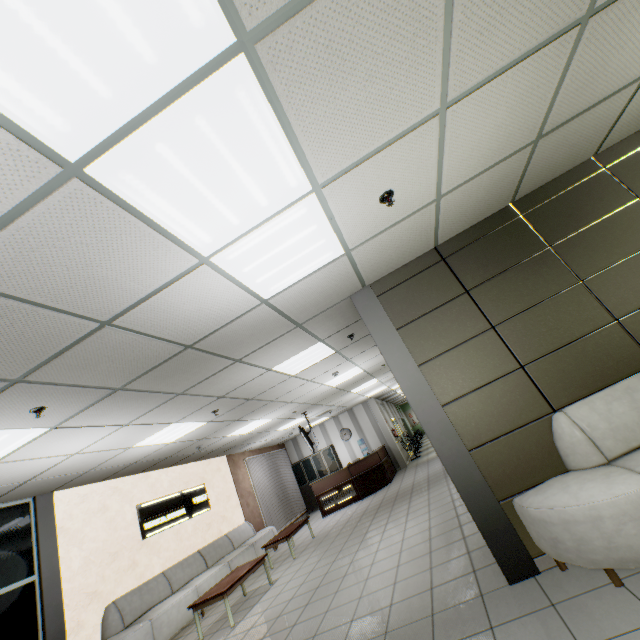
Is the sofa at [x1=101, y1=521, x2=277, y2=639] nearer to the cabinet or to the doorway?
the doorway

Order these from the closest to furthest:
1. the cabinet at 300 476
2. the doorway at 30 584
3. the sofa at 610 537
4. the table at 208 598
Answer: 1. the sofa at 610 537
2. the doorway at 30 584
3. the table at 208 598
4. the cabinet at 300 476

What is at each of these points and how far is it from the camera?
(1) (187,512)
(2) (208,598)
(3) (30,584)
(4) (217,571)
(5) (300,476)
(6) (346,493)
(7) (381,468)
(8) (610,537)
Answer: (1) sign, 8.6m
(2) table, 5.4m
(3) doorway, 5.3m
(4) sofa, 7.4m
(5) cabinet, 14.9m
(6) sign, 11.5m
(7) desk, 12.0m
(8) sofa, 2.3m

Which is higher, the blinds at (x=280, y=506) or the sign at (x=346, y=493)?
the blinds at (x=280, y=506)

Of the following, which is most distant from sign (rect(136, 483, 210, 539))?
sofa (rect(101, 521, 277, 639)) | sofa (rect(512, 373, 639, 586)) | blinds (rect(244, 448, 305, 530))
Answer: sofa (rect(512, 373, 639, 586))

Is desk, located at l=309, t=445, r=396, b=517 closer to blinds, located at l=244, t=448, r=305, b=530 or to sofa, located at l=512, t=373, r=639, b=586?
blinds, located at l=244, t=448, r=305, b=530

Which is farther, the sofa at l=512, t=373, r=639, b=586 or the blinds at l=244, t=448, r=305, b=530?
the blinds at l=244, t=448, r=305, b=530

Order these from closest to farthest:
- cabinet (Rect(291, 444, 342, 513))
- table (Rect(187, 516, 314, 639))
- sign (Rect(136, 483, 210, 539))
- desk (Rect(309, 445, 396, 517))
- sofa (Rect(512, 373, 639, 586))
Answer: sofa (Rect(512, 373, 639, 586)) → table (Rect(187, 516, 314, 639)) → sign (Rect(136, 483, 210, 539)) → desk (Rect(309, 445, 396, 517)) → cabinet (Rect(291, 444, 342, 513))
